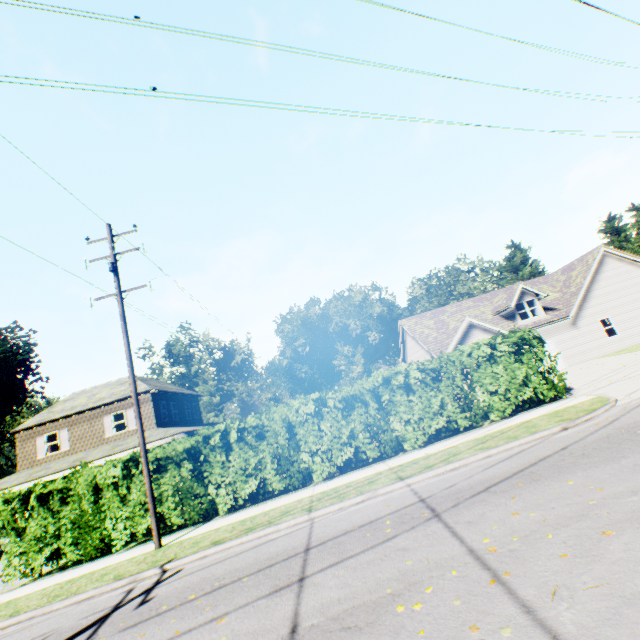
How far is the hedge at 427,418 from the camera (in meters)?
11.85

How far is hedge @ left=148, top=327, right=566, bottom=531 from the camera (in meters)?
11.85

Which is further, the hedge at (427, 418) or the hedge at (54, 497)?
the hedge at (427, 418)

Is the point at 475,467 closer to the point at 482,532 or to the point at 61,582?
the point at 482,532

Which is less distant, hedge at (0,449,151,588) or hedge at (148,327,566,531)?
hedge at (0,449,151,588)
